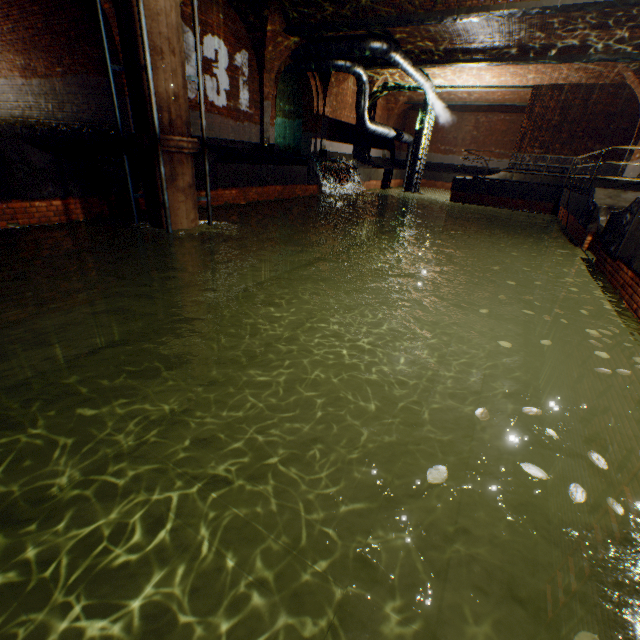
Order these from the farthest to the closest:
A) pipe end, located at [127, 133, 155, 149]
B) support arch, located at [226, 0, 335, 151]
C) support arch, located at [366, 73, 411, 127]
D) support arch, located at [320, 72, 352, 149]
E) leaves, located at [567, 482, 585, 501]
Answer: support arch, located at [366, 73, 411, 127]
support arch, located at [320, 72, 352, 149]
support arch, located at [226, 0, 335, 151]
pipe end, located at [127, 133, 155, 149]
leaves, located at [567, 482, 585, 501]

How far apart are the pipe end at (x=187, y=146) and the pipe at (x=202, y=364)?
4.2 meters

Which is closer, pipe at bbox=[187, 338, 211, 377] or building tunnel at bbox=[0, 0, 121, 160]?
pipe at bbox=[187, 338, 211, 377]

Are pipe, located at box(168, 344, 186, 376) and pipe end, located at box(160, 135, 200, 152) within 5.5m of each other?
yes

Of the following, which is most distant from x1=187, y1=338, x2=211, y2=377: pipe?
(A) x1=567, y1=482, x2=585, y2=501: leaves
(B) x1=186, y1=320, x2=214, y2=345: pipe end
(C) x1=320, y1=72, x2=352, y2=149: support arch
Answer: (C) x1=320, y1=72, x2=352, y2=149: support arch

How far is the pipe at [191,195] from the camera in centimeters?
632cm

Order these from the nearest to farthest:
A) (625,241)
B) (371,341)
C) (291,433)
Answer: (625,241), (291,433), (371,341)

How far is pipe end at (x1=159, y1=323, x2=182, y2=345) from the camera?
7.8 meters
